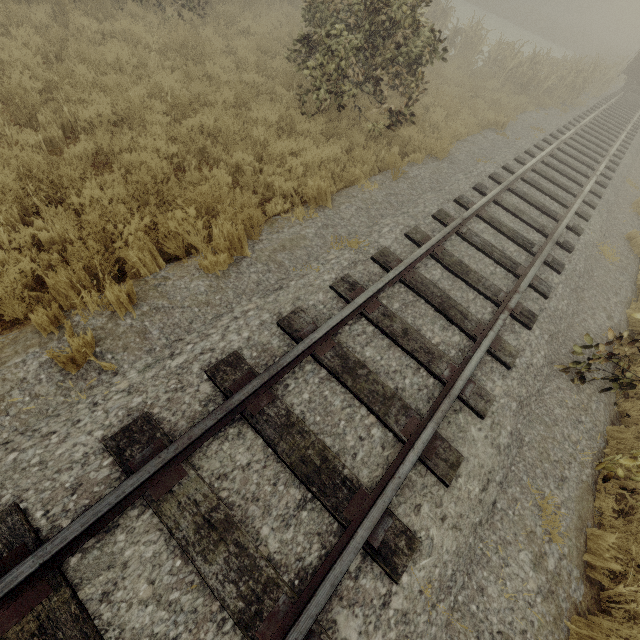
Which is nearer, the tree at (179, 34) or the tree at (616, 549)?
the tree at (616, 549)

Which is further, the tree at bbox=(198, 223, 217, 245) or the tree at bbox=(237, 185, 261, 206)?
the tree at bbox=(237, 185, 261, 206)

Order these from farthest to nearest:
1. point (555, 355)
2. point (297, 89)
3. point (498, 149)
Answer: point (498, 149)
point (297, 89)
point (555, 355)

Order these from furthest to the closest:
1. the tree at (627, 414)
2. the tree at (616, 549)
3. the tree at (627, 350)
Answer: the tree at (627, 414) < the tree at (627, 350) < the tree at (616, 549)

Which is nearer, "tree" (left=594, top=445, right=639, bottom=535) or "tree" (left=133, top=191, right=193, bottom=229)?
"tree" (left=594, top=445, right=639, bottom=535)

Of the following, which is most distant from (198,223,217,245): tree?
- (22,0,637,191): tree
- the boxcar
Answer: the boxcar

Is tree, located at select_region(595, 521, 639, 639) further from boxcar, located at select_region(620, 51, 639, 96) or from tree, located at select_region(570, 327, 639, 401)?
boxcar, located at select_region(620, 51, 639, 96)

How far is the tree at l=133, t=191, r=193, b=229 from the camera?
4.4m
